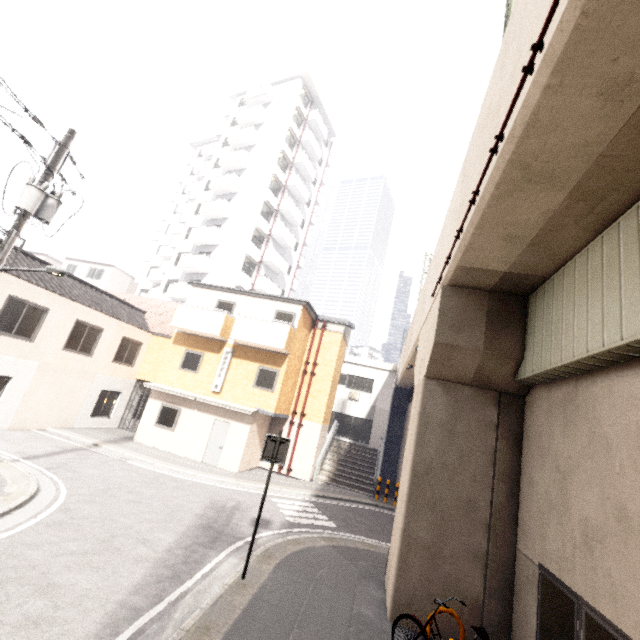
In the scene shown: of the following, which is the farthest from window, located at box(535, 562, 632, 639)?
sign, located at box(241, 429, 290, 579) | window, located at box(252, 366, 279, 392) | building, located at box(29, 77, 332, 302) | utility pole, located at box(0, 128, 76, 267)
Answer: building, located at box(29, 77, 332, 302)

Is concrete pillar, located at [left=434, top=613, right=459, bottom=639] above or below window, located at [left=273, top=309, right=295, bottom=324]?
below

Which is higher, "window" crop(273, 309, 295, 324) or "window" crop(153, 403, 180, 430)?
"window" crop(273, 309, 295, 324)

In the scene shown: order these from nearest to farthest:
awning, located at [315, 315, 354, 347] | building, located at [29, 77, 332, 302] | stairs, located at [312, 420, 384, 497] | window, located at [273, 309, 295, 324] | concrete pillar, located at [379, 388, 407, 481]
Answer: window, located at [273, 309, 295, 324] → stairs, located at [312, 420, 384, 497] → awning, located at [315, 315, 354, 347] → concrete pillar, located at [379, 388, 407, 481] → building, located at [29, 77, 332, 302]

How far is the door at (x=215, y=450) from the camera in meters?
15.7

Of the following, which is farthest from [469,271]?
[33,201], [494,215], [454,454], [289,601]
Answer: [33,201]

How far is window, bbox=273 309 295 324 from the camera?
17.20m

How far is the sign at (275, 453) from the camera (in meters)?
6.75
